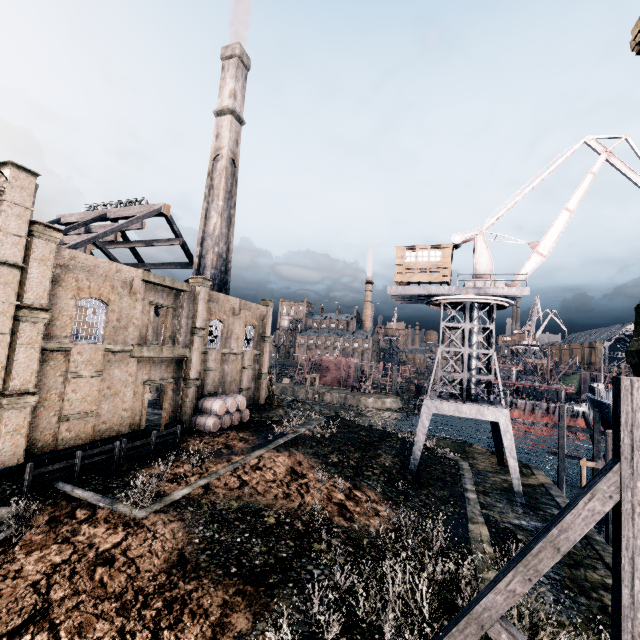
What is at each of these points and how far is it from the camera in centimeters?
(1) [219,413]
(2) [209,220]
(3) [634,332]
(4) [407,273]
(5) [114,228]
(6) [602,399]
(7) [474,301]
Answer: (1) wooden barrel, 2823cm
(2) chimney, 3756cm
(3) building, 824cm
(4) building, 2745cm
(5) wood roof frame, 3023cm
(6) ship, 3006cm
(7) crane, 2573cm

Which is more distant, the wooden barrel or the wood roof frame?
the wood roof frame

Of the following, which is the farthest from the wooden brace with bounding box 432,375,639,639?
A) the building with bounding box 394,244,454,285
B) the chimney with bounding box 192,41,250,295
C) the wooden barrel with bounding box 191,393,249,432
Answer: the chimney with bounding box 192,41,250,295

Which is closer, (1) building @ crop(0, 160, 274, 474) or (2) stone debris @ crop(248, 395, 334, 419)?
(1) building @ crop(0, 160, 274, 474)

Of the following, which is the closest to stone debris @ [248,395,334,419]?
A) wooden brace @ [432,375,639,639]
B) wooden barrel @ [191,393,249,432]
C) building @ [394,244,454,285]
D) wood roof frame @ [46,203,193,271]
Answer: wooden barrel @ [191,393,249,432]

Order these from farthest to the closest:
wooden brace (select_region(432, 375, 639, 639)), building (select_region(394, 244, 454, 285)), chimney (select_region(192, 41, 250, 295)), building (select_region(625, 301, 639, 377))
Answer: chimney (select_region(192, 41, 250, 295)) < building (select_region(394, 244, 454, 285)) < building (select_region(625, 301, 639, 377)) < wooden brace (select_region(432, 375, 639, 639))

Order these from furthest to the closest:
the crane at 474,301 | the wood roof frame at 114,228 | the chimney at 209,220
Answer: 1. the chimney at 209,220
2. the wood roof frame at 114,228
3. the crane at 474,301

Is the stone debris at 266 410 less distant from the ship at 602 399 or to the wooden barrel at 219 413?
the wooden barrel at 219 413
